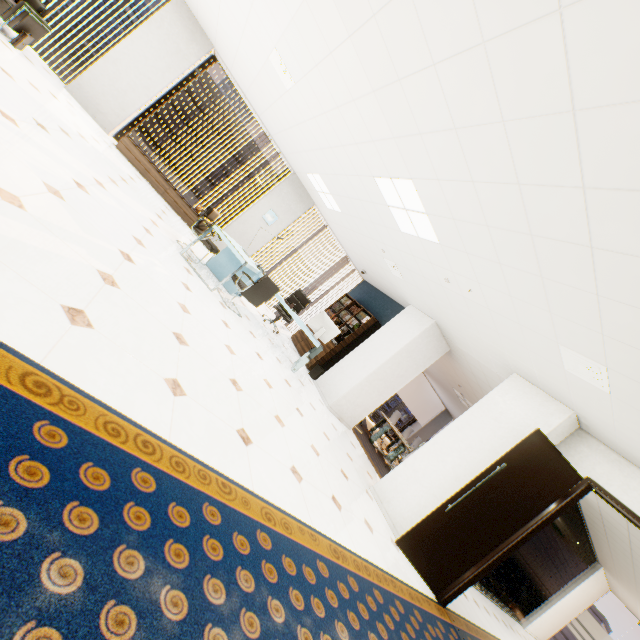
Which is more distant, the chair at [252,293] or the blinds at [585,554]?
the blinds at [585,554]

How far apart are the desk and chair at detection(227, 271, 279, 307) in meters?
0.1

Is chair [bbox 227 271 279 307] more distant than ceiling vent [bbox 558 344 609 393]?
Yes

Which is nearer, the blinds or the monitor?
the monitor

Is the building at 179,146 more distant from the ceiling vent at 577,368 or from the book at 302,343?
the ceiling vent at 577,368

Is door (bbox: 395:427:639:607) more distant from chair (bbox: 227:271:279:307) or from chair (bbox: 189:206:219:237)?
chair (bbox: 189:206:219:237)

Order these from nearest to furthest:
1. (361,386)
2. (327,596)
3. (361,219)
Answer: (327,596), (361,219), (361,386)

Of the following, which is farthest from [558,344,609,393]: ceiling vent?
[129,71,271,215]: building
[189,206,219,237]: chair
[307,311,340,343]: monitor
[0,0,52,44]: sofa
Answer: [129,71,271,215]: building
